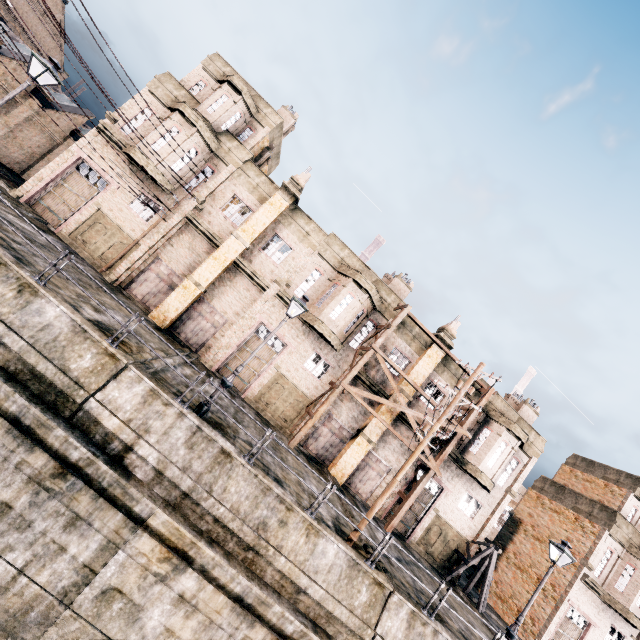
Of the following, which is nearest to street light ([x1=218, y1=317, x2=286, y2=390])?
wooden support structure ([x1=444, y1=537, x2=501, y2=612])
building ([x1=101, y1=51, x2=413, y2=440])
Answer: building ([x1=101, y1=51, x2=413, y2=440])

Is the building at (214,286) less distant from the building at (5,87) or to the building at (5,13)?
the building at (5,87)

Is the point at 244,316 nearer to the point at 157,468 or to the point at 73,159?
the point at 157,468

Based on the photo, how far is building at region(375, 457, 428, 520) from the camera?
22.23m

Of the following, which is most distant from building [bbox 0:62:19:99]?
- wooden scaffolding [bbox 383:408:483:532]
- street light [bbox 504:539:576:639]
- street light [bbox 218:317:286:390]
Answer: street light [bbox 504:539:576:639]

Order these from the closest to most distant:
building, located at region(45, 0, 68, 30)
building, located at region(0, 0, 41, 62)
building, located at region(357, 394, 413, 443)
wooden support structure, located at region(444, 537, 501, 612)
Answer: wooden support structure, located at region(444, 537, 501, 612)
building, located at region(357, 394, 413, 443)
building, located at region(0, 0, 41, 62)
building, located at region(45, 0, 68, 30)

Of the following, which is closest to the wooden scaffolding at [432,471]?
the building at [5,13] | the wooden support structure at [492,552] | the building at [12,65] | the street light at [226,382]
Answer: the wooden support structure at [492,552]
